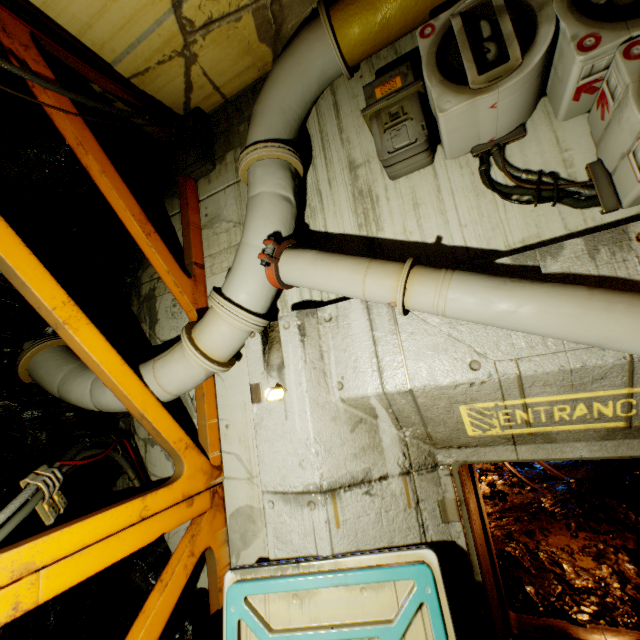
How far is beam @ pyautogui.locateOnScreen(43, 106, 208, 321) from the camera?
3.1m

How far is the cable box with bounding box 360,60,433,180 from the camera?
2.7m

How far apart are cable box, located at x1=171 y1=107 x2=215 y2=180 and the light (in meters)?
3.01

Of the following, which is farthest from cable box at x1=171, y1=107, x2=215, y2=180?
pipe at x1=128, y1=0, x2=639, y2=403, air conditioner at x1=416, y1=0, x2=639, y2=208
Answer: air conditioner at x1=416, y1=0, x2=639, y2=208

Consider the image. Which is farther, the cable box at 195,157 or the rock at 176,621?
the cable box at 195,157

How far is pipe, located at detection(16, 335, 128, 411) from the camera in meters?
3.3

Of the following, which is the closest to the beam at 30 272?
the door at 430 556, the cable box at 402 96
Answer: the door at 430 556

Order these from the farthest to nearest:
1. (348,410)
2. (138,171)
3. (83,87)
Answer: (138,171)
(83,87)
(348,410)
